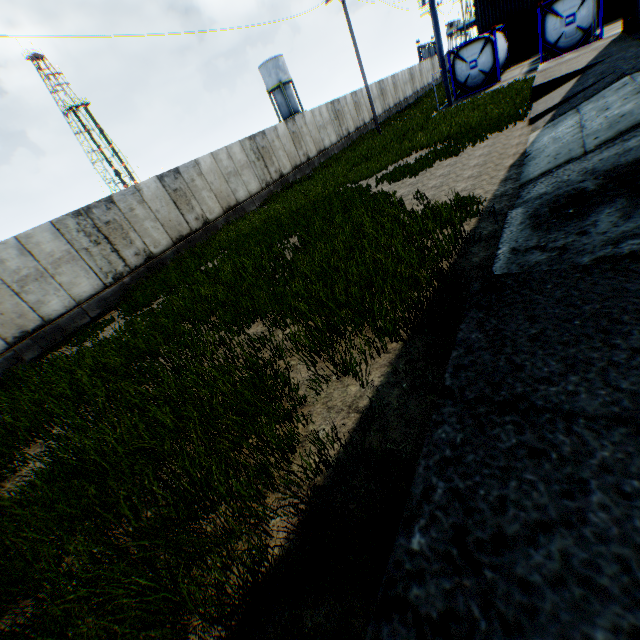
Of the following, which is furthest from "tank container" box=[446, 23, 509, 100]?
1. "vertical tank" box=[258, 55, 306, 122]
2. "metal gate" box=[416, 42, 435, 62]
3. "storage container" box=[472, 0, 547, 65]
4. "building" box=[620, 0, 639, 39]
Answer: "metal gate" box=[416, 42, 435, 62]

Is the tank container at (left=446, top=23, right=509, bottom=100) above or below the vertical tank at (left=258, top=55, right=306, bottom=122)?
below

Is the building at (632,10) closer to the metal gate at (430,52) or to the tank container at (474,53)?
the tank container at (474,53)

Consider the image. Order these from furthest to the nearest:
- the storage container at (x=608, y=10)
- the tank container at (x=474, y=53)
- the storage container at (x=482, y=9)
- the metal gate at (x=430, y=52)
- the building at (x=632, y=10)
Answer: the metal gate at (x=430, y=52) → the storage container at (x=482, y=9) → the storage container at (x=608, y=10) → the tank container at (x=474, y=53) → the building at (x=632, y=10)

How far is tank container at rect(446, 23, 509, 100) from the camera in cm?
2097

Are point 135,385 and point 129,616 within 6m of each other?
yes

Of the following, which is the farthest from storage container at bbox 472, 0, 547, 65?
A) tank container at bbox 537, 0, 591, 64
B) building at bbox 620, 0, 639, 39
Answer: building at bbox 620, 0, 639, 39
